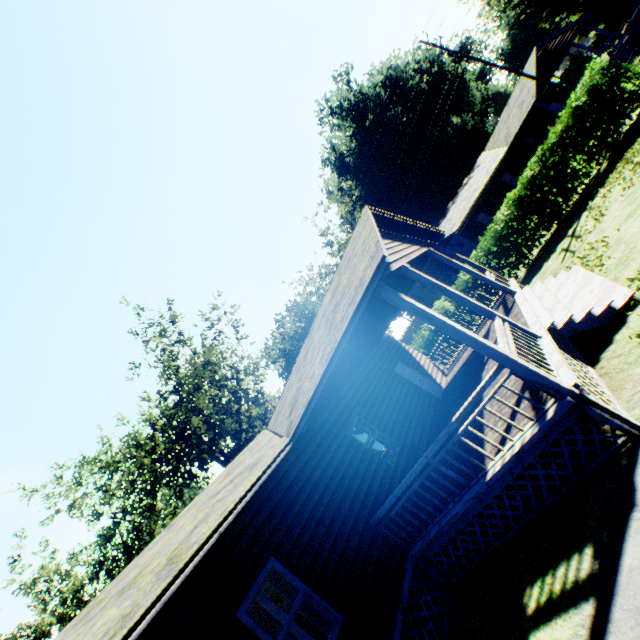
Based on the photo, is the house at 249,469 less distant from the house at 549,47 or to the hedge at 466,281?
the hedge at 466,281

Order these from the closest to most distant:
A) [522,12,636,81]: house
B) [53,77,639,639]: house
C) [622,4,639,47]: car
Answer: [53,77,639,639]: house, [622,4,639,47]: car, [522,12,636,81]: house

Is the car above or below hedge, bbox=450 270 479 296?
below

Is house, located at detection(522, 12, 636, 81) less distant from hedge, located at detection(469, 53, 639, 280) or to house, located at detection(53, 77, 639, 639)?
hedge, located at detection(469, 53, 639, 280)

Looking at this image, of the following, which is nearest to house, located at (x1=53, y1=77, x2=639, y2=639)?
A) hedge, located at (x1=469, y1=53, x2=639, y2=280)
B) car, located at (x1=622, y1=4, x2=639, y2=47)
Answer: hedge, located at (x1=469, y1=53, x2=639, y2=280)

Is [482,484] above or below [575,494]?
above

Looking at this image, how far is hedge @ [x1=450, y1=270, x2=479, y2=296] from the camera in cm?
1755

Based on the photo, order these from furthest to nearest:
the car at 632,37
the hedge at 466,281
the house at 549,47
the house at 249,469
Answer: the house at 549,47 → the car at 632,37 → the hedge at 466,281 → the house at 249,469
